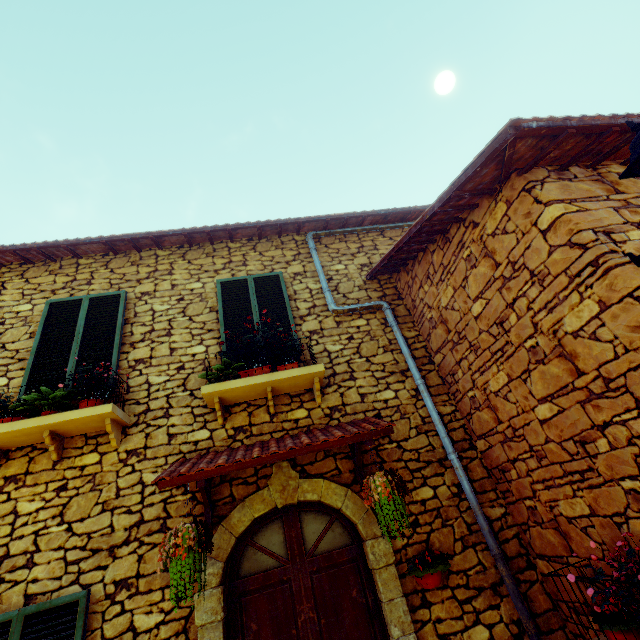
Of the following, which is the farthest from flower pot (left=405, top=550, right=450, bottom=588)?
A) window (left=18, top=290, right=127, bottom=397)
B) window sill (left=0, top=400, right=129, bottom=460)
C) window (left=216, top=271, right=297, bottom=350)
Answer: window (left=18, top=290, right=127, bottom=397)

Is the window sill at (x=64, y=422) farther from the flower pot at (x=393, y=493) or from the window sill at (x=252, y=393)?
the flower pot at (x=393, y=493)

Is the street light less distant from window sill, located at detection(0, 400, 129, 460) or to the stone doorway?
the stone doorway

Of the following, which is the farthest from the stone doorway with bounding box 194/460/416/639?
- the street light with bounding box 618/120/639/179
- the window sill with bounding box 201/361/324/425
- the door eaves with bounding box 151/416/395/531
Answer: the street light with bounding box 618/120/639/179

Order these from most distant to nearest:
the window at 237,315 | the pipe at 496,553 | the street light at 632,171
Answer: the window at 237,315
the pipe at 496,553
the street light at 632,171

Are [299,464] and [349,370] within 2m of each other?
yes

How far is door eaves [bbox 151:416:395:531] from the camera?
3.11m

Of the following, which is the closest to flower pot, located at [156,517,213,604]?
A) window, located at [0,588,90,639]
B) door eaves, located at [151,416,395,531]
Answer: door eaves, located at [151,416,395,531]
